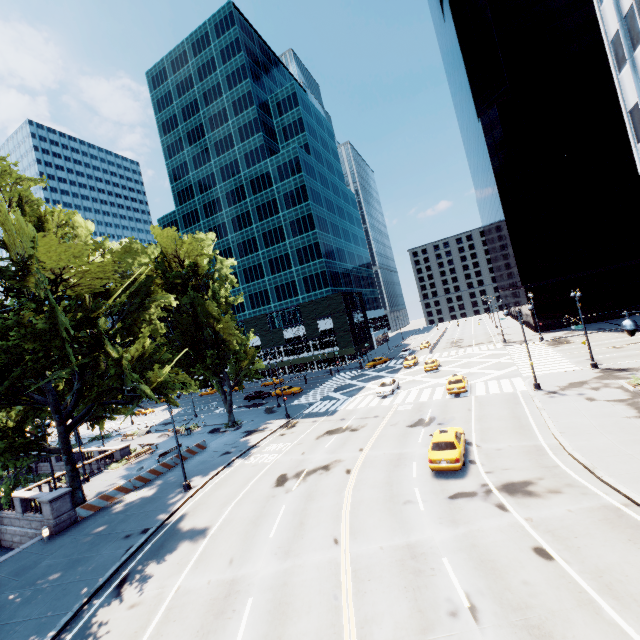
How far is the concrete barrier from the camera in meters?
23.0 m

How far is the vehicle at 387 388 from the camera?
36.7 meters

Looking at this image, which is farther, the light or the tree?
the tree

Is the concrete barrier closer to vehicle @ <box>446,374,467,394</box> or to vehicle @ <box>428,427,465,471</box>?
vehicle @ <box>428,427,465,471</box>

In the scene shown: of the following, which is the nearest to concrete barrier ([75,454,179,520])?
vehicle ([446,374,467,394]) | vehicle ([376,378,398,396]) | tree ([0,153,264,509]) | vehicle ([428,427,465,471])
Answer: tree ([0,153,264,509])

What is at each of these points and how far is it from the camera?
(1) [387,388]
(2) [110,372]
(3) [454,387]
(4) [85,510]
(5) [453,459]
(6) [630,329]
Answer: (1) vehicle, 37.2m
(2) tree, 19.1m
(3) vehicle, 31.1m
(4) concrete barrier, 23.0m
(5) vehicle, 17.4m
(6) light, 10.7m

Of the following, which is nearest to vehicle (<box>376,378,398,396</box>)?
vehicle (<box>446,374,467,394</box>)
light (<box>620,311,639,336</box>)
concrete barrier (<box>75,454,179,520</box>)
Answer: vehicle (<box>446,374,467,394</box>)

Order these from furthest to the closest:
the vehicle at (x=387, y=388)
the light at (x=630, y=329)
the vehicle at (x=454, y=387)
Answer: the vehicle at (x=387, y=388)
the vehicle at (x=454, y=387)
the light at (x=630, y=329)
